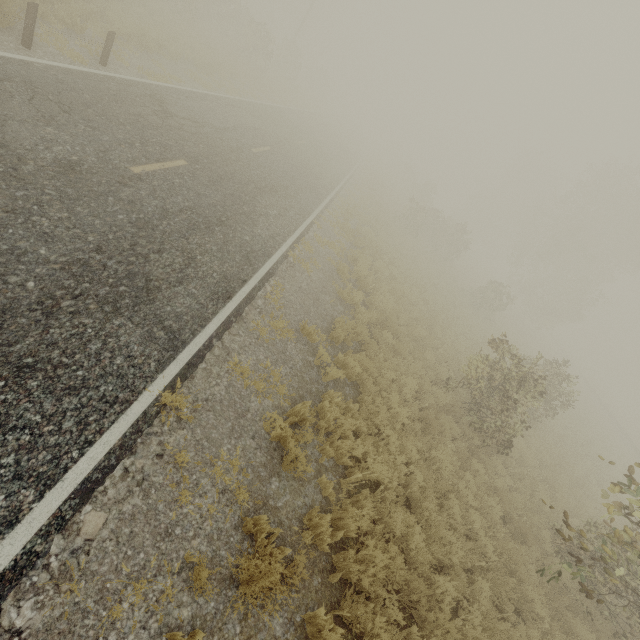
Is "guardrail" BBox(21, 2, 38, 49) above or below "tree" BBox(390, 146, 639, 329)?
below

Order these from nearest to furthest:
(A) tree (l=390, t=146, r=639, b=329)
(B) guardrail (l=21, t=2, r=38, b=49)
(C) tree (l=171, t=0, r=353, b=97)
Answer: (B) guardrail (l=21, t=2, r=38, b=49) < (C) tree (l=171, t=0, r=353, b=97) < (A) tree (l=390, t=146, r=639, b=329)

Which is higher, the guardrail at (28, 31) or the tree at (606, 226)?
the tree at (606, 226)

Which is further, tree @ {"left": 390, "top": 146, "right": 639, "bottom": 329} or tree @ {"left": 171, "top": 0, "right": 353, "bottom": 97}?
tree @ {"left": 390, "top": 146, "right": 639, "bottom": 329}

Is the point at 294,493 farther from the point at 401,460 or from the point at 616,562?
the point at 616,562

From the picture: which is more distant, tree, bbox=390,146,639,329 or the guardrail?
tree, bbox=390,146,639,329
